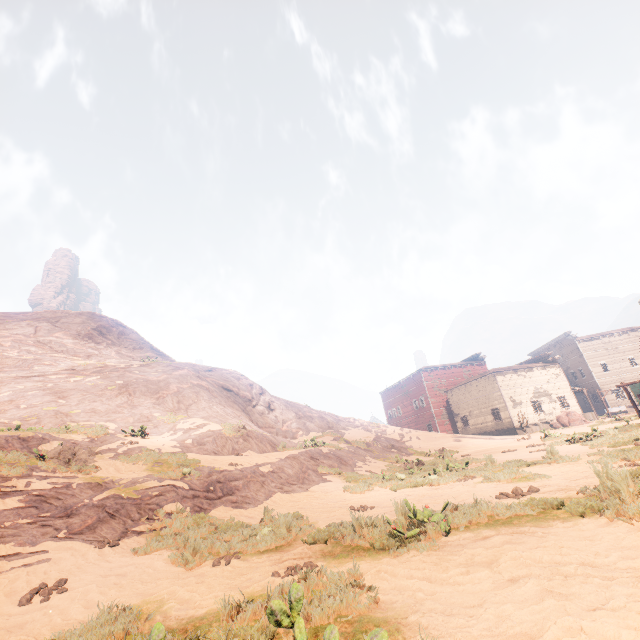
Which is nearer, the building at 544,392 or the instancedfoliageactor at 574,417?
the instancedfoliageactor at 574,417

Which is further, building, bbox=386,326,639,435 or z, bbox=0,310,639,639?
building, bbox=386,326,639,435

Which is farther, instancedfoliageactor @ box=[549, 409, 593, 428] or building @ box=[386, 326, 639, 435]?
building @ box=[386, 326, 639, 435]

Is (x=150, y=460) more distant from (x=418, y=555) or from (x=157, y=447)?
(x=418, y=555)

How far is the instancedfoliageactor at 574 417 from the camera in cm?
3325

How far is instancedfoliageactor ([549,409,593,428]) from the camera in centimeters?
3325cm

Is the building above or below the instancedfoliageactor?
above

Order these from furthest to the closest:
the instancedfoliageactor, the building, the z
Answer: the building, the instancedfoliageactor, the z
